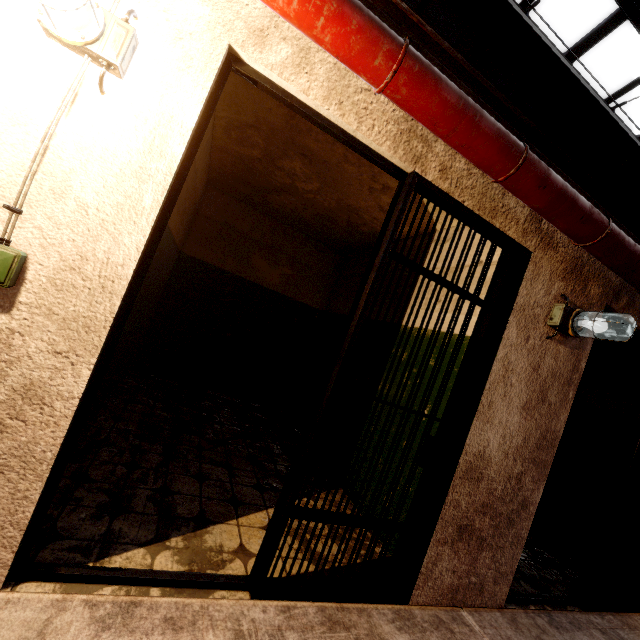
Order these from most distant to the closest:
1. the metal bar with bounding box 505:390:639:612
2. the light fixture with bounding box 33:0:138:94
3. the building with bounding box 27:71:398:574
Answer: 1. the metal bar with bounding box 505:390:639:612
2. the building with bounding box 27:71:398:574
3. the light fixture with bounding box 33:0:138:94

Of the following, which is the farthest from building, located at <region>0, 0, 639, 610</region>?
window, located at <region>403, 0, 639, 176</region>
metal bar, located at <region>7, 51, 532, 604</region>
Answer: window, located at <region>403, 0, 639, 176</region>

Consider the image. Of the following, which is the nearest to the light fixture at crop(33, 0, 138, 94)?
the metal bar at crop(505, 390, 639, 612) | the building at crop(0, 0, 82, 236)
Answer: the building at crop(0, 0, 82, 236)

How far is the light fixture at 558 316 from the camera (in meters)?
2.18

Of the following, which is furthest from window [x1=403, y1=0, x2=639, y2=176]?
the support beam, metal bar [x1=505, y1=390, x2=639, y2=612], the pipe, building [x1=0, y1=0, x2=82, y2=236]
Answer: metal bar [x1=505, y1=390, x2=639, y2=612]

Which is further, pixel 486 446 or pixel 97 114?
pixel 486 446

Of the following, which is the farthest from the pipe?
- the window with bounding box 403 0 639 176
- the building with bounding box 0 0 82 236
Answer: the window with bounding box 403 0 639 176

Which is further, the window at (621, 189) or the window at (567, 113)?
the window at (621, 189)
